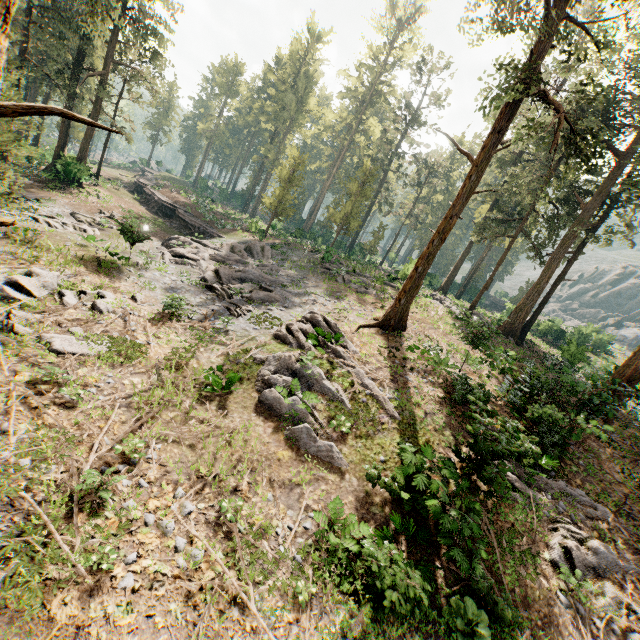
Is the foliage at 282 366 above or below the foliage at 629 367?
below

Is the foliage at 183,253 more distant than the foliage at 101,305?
Yes

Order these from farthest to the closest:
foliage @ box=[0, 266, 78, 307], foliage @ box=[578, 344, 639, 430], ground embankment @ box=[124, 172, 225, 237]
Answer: ground embankment @ box=[124, 172, 225, 237] < foliage @ box=[578, 344, 639, 430] < foliage @ box=[0, 266, 78, 307]

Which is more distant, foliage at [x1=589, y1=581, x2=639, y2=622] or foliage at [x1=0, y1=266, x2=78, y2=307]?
foliage at [x1=0, y1=266, x2=78, y2=307]

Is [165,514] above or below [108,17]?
below

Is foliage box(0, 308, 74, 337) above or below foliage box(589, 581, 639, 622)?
below
